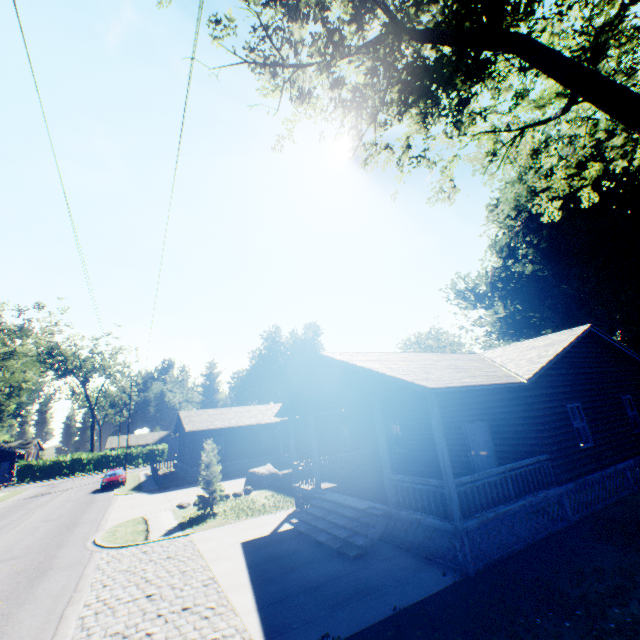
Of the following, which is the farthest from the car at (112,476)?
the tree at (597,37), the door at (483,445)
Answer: the tree at (597,37)

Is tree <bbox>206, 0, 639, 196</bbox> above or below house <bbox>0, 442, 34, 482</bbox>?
above

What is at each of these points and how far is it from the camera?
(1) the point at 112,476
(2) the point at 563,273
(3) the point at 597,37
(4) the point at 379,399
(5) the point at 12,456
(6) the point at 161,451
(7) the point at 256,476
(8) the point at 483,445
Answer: (1) car, 30.5m
(2) plant, 28.8m
(3) tree, 5.0m
(4) house, 11.2m
(5) house, 56.5m
(6) hedge, 57.1m
(7) rock, 22.6m
(8) door, 12.9m

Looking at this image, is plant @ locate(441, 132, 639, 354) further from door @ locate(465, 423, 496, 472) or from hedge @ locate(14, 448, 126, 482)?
hedge @ locate(14, 448, 126, 482)

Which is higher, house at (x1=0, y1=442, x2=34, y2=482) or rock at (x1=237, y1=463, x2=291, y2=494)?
house at (x1=0, y1=442, x2=34, y2=482)

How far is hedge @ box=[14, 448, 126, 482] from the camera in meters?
48.4

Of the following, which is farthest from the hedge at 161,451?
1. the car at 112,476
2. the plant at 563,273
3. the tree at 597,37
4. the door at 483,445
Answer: the tree at 597,37

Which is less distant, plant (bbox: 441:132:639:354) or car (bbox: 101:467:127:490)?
plant (bbox: 441:132:639:354)
